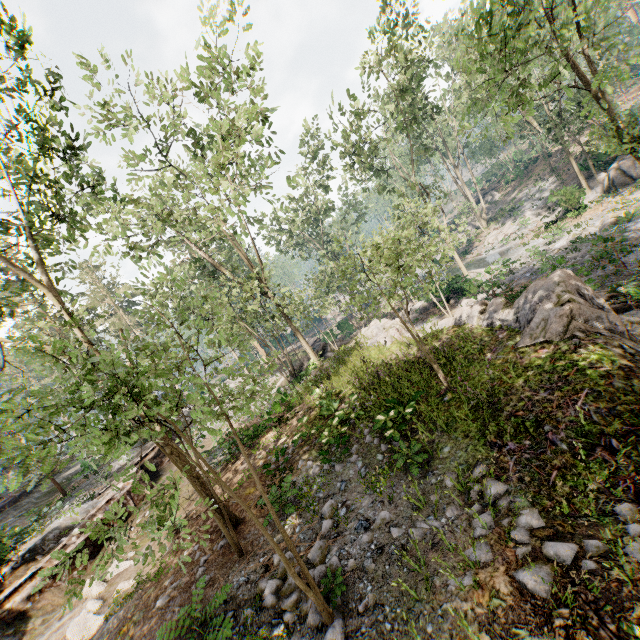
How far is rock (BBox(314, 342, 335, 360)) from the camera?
23.5 meters

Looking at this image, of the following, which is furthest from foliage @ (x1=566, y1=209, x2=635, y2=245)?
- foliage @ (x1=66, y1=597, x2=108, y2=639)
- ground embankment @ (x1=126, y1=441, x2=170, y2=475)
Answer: foliage @ (x1=66, y1=597, x2=108, y2=639)

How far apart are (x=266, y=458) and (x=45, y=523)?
12.45m

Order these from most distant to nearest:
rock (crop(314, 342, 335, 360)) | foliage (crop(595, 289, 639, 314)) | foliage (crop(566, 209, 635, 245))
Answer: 1. rock (crop(314, 342, 335, 360))
2. foliage (crop(566, 209, 635, 245))
3. foliage (crop(595, 289, 639, 314))

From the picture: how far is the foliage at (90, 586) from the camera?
3.15m

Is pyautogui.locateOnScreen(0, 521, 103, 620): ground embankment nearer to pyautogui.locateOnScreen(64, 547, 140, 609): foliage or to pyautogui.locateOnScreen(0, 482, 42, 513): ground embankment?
pyautogui.locateOnScreen(64, 547, 140, 609): foliage

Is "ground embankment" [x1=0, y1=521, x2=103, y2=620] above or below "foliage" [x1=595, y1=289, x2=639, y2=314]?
above

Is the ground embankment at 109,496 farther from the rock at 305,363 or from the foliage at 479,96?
the rock at 305,363
